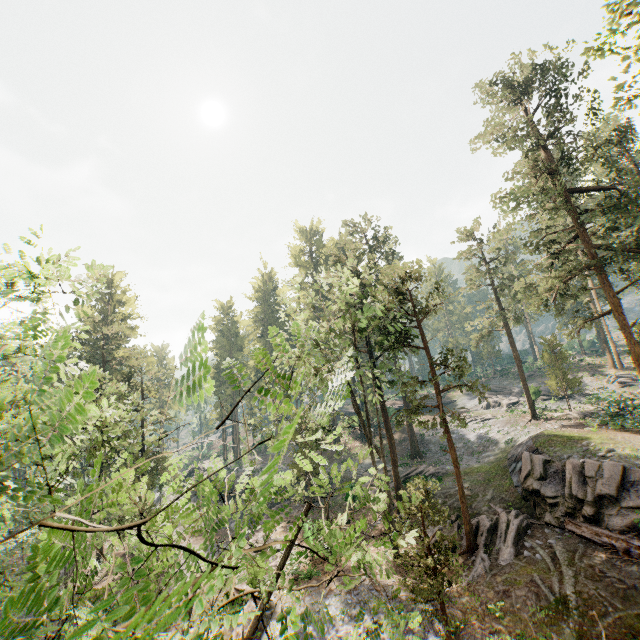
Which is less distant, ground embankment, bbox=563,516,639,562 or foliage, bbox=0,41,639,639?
foliage, bbox=0,41,639,639

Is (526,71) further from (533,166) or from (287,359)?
(287,359)

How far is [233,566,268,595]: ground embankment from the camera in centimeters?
1817cm

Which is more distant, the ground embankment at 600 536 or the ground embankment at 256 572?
the ground embankment at 256 572

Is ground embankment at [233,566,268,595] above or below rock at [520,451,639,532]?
below

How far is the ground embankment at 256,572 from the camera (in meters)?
18.17

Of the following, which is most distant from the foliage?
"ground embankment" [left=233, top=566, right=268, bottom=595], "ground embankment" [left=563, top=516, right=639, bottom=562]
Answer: "ground embankment" [left=563, top=516, right=639, bottom=562]

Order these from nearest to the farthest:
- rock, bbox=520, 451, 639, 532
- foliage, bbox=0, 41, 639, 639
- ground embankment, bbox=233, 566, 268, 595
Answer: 1. foliage, bbox=0, 41, 639, 639
2. rock, bbox=520, 451, 639, 532
3. ground embankment, bbox=233, 566, 268, 595
